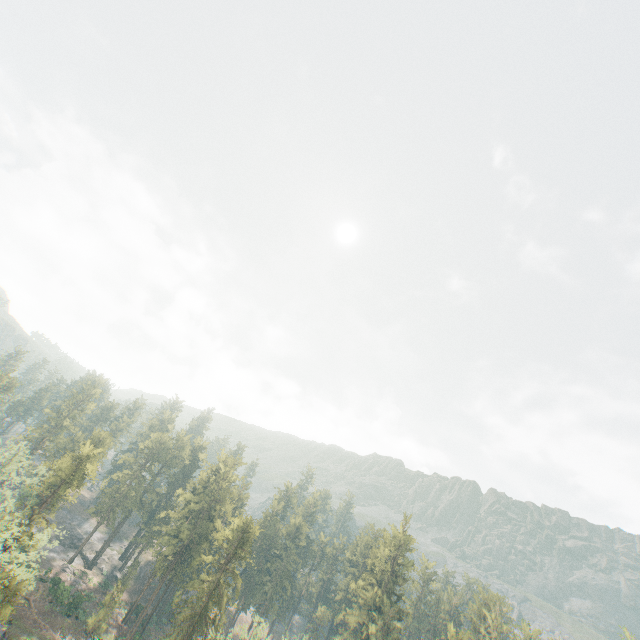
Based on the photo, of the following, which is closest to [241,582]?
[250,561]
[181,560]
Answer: [250,561]

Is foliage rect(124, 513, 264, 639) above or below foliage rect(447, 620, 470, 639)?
below

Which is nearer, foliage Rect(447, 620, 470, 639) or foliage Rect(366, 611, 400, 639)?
foliage Rect(447, 620, 470, 639)

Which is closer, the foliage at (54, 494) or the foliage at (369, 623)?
the foliage at (54, 494)

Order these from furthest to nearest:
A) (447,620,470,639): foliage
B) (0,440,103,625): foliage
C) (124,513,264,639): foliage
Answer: (447,620,470,639): foliage
(124,513,264,639): foliage
(0,440,103,625): foliage
